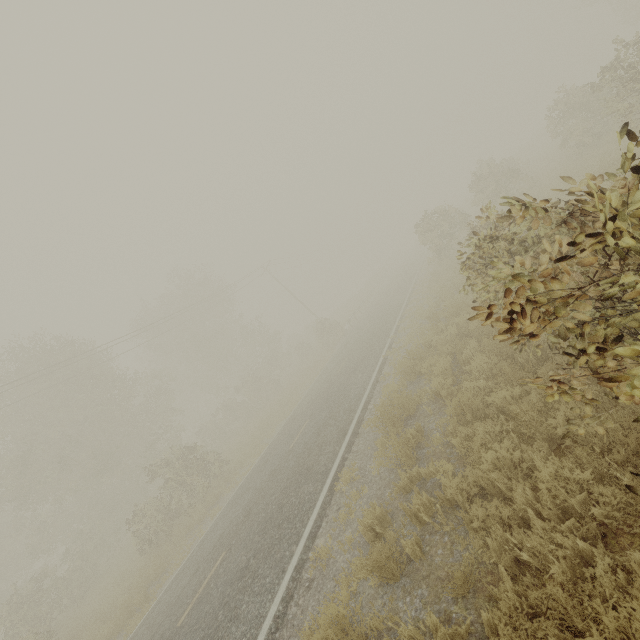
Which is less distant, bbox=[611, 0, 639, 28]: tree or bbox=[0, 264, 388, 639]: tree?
bbox=[0, 264, 388, 639]: tree

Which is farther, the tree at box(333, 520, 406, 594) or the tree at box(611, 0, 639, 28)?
the tree at box(611, 0, 639, 28)

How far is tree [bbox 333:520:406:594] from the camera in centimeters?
445cm

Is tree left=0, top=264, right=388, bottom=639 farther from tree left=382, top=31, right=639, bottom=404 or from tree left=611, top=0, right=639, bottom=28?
tree left=611, top=0, right=639, bottom=28

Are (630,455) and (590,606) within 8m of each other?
yes

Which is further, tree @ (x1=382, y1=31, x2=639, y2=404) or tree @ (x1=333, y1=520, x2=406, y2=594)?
tree @ (x1=333, y1=520, x2=406, y2=594)

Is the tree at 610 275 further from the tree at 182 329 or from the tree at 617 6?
the tree at 617 6

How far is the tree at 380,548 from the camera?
4.45m
